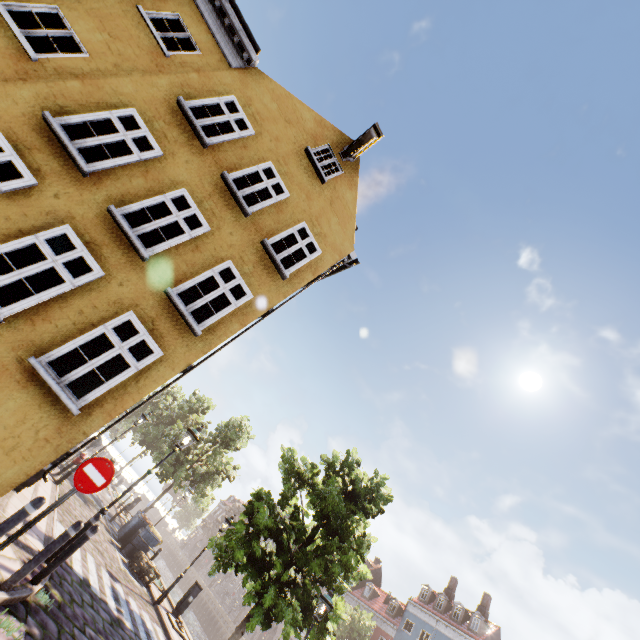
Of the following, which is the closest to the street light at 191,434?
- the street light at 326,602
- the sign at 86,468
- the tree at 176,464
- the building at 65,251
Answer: the building at 65,251

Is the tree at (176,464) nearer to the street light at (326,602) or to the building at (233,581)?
Result: the street light at (326,602)

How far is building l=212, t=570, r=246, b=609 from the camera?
49.9 meters

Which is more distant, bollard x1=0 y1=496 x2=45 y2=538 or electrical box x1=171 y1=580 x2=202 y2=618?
electrical box x1=171 y1=580 x2=202 y2=618

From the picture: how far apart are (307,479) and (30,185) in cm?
1382

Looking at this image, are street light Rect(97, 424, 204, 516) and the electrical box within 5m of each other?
no

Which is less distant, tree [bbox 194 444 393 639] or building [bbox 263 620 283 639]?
tree [bbox 194 444 393 639]

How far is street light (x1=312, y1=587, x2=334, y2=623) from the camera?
8.74m
